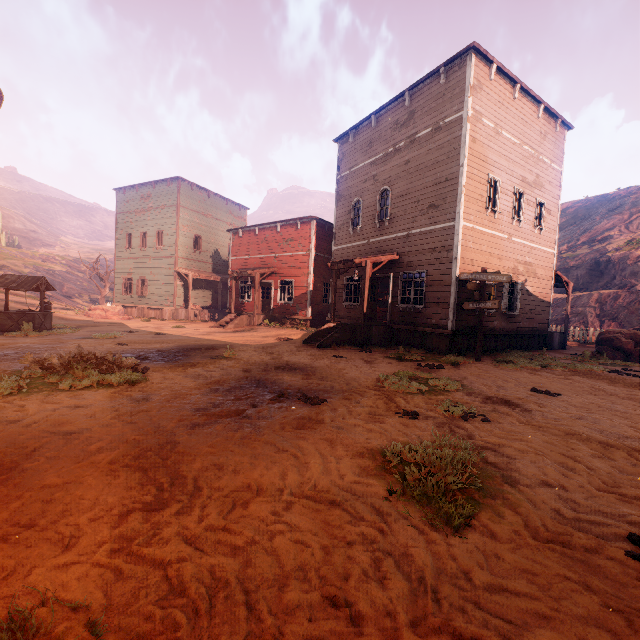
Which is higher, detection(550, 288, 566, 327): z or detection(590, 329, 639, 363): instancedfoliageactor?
detection(550, 288, 566, 327): z

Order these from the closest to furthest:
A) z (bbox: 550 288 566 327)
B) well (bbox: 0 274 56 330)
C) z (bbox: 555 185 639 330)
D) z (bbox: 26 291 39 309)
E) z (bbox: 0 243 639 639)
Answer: z (bbox: 0 243 639 639)
well (bbox: 0 274 56 330)
z (bbox: 555 185 639 330)
z (bbox: 26 291 39 309)
z (bbox: 550 288 566 327)

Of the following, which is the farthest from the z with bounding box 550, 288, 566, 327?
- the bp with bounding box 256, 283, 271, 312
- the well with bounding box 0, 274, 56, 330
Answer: the bp with bounding box 256, 283, 271, 312

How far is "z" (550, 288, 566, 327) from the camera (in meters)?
23.88

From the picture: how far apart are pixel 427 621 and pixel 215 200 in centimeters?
3086cm

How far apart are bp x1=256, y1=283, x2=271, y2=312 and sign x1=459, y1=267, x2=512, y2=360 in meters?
14.5 m

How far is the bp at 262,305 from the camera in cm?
2272

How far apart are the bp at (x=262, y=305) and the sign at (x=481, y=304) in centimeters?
1450cm
